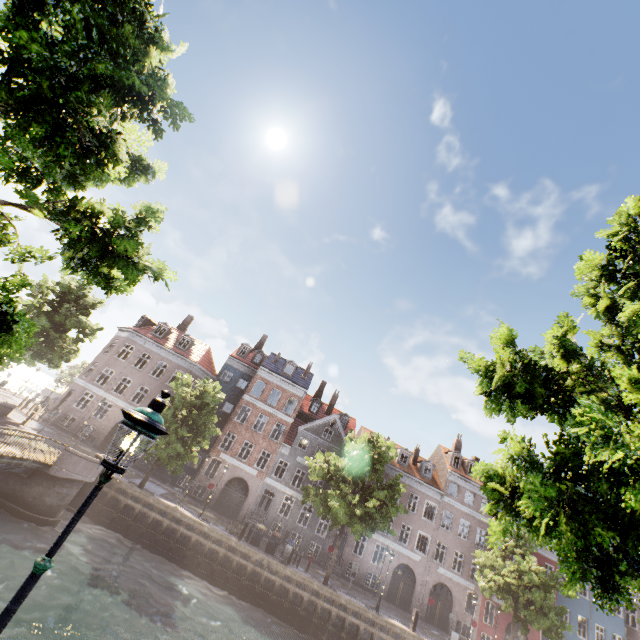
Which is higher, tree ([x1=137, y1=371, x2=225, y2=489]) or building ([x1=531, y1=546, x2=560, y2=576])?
building ([x1=531, y1=546, x2=560, y2=576])

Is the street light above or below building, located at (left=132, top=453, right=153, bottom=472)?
above

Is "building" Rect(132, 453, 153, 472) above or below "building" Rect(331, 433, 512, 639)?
below

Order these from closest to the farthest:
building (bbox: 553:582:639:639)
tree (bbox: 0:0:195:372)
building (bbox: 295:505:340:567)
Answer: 1. tree (bbox: 0:0:195:372)
2. building (bbox: 295:505:340:567)
3. building (bbox: 553:582:639:639)

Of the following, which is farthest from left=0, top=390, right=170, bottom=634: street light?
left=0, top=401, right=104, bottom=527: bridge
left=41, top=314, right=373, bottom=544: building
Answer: left=41, top=314, right=373, bottom=544: building

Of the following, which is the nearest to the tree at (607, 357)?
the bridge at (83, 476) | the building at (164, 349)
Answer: the bridge at (83, 476)

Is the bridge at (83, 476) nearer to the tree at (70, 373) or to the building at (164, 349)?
the tree at (70, 373)

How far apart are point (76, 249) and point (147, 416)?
4.78m
